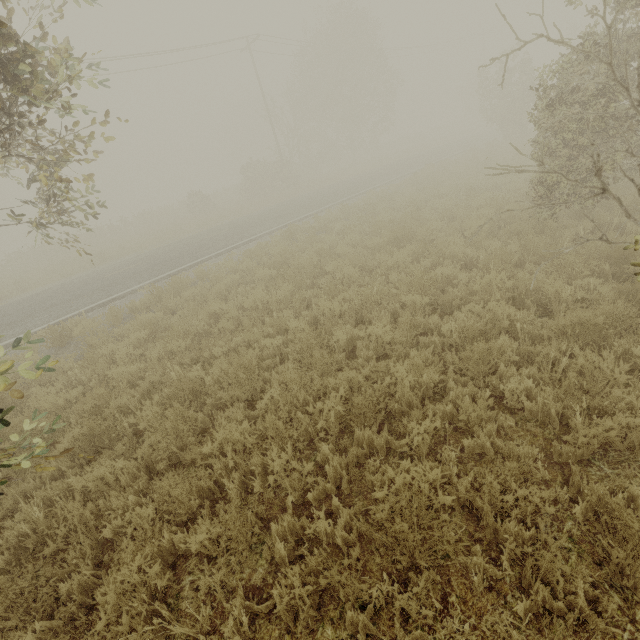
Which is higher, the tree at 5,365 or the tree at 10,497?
the tree at 5,365

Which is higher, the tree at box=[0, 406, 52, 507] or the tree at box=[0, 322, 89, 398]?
the tree at box=[0, 322, 89, 398]

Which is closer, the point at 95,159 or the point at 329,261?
the point at 95,159
